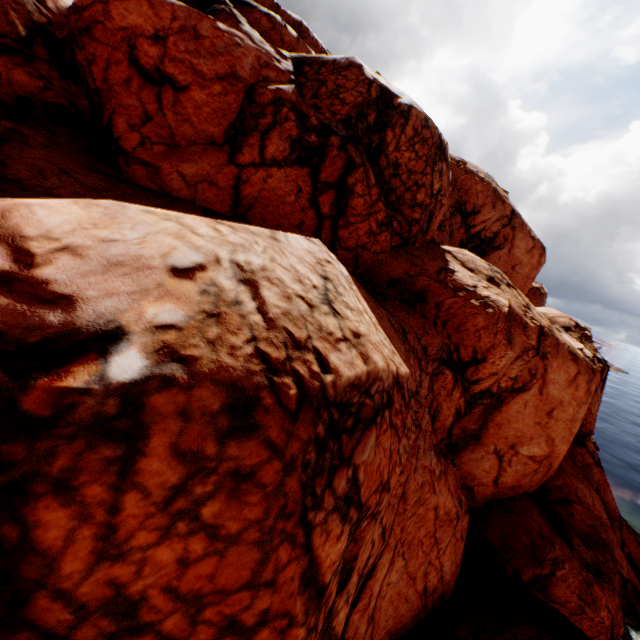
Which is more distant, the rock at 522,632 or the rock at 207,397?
the rock at 522,632

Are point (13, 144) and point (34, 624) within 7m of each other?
no

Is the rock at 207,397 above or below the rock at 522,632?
above

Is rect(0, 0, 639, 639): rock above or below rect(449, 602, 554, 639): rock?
above

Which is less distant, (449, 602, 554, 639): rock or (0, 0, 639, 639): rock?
(0, 0, 639, 639): rock
